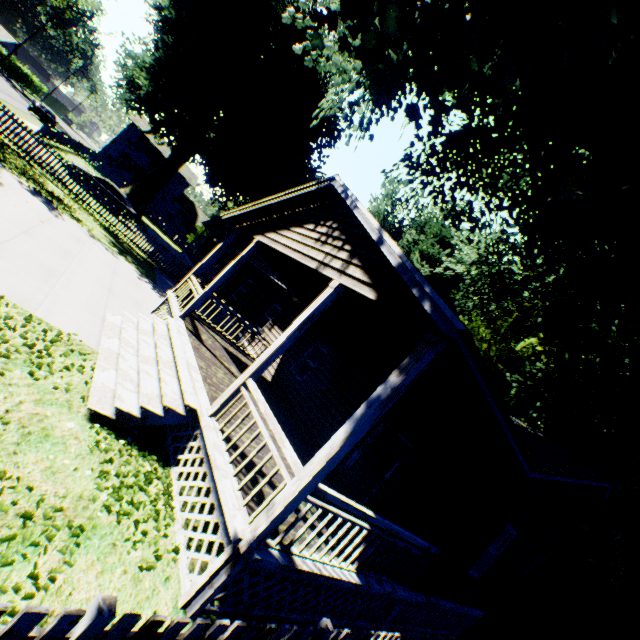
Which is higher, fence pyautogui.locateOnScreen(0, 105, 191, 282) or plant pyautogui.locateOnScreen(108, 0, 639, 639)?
plant pyautogui.locateOnScreen(108, 0, 639, 639)

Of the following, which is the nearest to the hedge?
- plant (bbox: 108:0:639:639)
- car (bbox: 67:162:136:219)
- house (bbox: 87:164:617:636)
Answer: plant (bbox: 108:0:639:639)

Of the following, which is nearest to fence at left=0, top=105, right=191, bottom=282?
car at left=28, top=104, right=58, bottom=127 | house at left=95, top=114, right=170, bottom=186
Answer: house at left=95, top=114, right=170, bottom=186

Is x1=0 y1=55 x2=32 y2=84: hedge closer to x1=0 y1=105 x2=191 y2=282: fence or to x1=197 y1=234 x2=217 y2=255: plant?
x1=197 y1=234 x2=217 y2=255: plant

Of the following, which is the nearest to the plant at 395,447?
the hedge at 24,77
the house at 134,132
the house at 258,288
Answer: the house at 258,288

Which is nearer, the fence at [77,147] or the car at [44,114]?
the fence at [77,147]

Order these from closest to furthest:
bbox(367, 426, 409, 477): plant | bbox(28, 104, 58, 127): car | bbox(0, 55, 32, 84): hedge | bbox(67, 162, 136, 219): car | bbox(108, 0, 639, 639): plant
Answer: bbox(108, 0, 639, 639): plant < bbox(367, 426, 409, 477): plant < bbox(67, 162, 136, 219): car < bbox(28, 104, 58, 127): car < bbox(0, 55, 32, 84): hedge

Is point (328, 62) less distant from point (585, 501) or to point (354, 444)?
point (354, 444)
